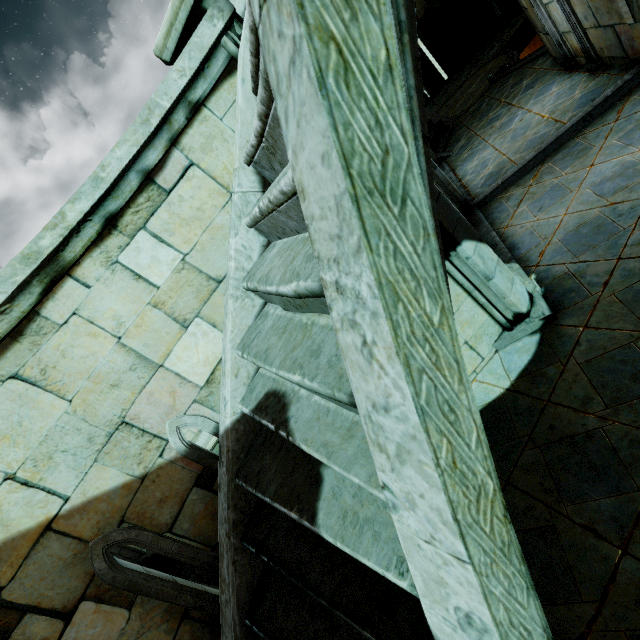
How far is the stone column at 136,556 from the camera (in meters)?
10.11

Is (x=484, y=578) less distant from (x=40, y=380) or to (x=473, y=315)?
(x=40, y=380)

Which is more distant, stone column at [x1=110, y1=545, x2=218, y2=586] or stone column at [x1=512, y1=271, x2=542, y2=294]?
stone column at [x1=110, y1=545, x2=218, y2=586]

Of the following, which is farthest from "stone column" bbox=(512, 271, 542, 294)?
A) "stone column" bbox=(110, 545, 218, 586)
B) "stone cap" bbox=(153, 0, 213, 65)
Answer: "stone column" bbox=(110, 545, 218, 586)

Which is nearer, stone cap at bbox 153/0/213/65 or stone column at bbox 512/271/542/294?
stone cap at bbox 153/0/213/65

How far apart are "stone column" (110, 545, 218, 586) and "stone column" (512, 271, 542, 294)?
12.53m

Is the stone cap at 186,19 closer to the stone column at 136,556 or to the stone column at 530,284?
the stone column at 530,284

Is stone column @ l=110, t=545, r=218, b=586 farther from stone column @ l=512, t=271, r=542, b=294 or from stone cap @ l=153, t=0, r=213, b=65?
stone column @ l=512, t=271, r=542, b=294
